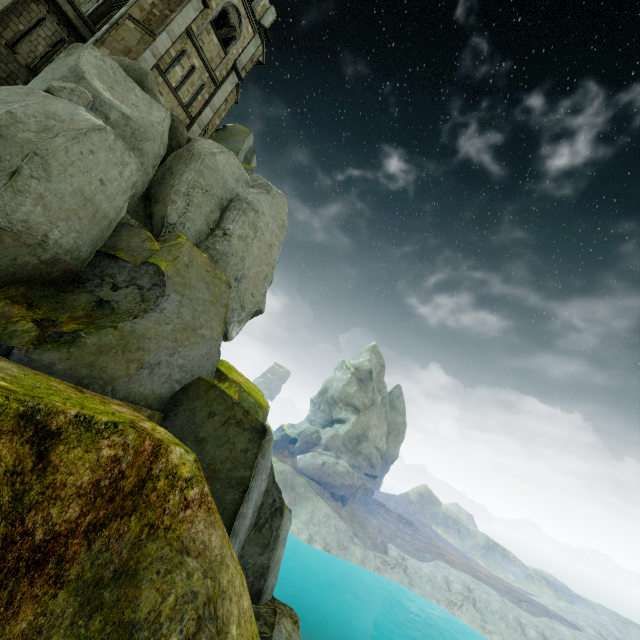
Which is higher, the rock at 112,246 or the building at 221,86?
the building at 221,86

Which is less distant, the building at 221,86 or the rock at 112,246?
the rock at 112,246

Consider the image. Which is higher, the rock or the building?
the building

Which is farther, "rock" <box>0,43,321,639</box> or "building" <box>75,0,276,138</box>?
A: "building" <box>75,0,276,138</box>

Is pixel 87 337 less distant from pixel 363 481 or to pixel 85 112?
pixel 85 112
